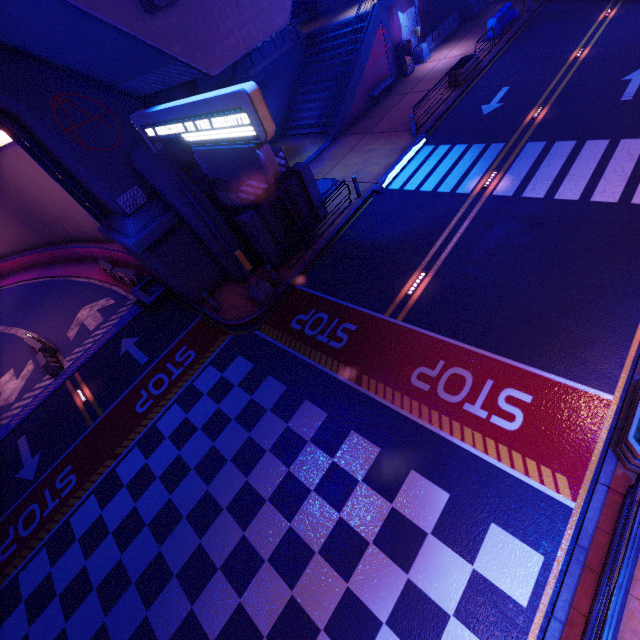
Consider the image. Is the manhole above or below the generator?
below

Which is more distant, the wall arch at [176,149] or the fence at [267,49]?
the fence at [267,49]

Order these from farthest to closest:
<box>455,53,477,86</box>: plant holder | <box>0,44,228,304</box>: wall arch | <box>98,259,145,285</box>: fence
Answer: <box>455,53,477,86</box>: plant holder < <box>98,259,145,285</box>: fence < <box>0,44,228,304</box>: wall arch

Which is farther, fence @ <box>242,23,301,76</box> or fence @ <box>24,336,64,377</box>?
fence @ <box>242,23,301,76</box>

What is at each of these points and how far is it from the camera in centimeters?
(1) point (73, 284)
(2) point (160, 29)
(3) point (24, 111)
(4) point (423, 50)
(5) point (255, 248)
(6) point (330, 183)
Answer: (1) tunnel, 2250cm
(2) walkway, 710cm
(3) wall arch, 967cm
(4) street light, 2381cm
(5) pillar, 1405cm
(6) manhole, 1745cm

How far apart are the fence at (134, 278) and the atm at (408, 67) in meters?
23.0

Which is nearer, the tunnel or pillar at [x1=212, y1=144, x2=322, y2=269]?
pillar at [x1=212, y1=144, x2=322, y2=269]

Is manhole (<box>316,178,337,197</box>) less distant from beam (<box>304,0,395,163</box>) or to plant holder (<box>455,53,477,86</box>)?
beam (<box>304,0,395,163</box>)
